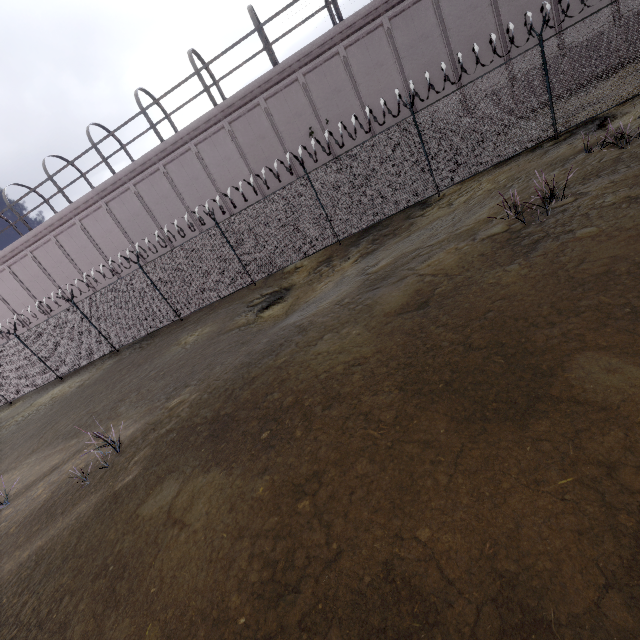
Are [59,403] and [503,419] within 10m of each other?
no
